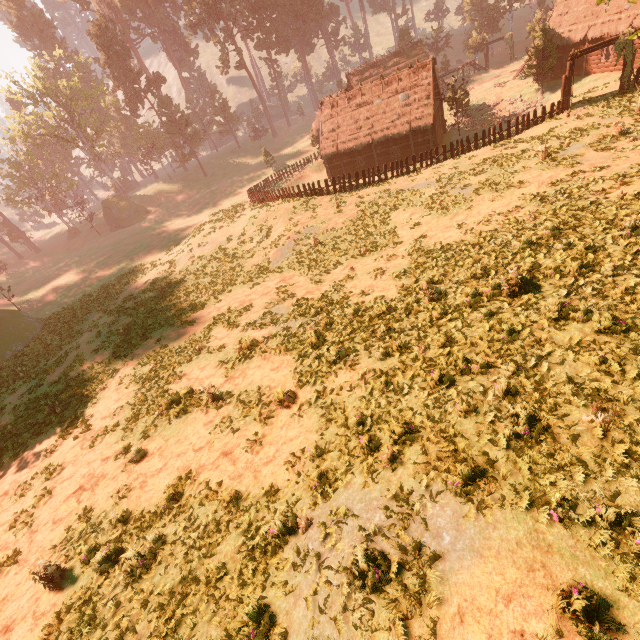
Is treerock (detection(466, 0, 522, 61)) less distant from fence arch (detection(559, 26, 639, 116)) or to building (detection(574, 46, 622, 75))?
building (detection(574, 46, 622, 75))

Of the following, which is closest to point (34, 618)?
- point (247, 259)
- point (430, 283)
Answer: point (430, 283)

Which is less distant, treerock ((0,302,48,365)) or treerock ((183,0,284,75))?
treerock ((0,302,48,365))

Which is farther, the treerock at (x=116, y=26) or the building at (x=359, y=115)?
the treerock at (x=116, y=26)

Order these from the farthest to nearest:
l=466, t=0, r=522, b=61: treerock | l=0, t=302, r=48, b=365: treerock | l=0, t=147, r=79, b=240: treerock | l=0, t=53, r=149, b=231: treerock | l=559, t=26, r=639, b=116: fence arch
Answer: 1. l=466, t=0, r=522, b=61: treerock
2. l=0, t=147, r=79, b=240: treerock
3. l=0, t=53, r=149, b=231: treerock
4. l=0, t=302, r=48, b=365: treerock
5. l=559, t=26, r=639, b=116: fence arch

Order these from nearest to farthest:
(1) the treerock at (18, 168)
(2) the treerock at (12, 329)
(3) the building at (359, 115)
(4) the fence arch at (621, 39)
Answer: (4) the fence arch at (621, 39) < (2) the treerock at (12, 329) < (3) the building at (359, 115) < (1) the treerock at (18, 168)

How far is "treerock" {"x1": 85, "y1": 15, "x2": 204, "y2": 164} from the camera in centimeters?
5072cm
